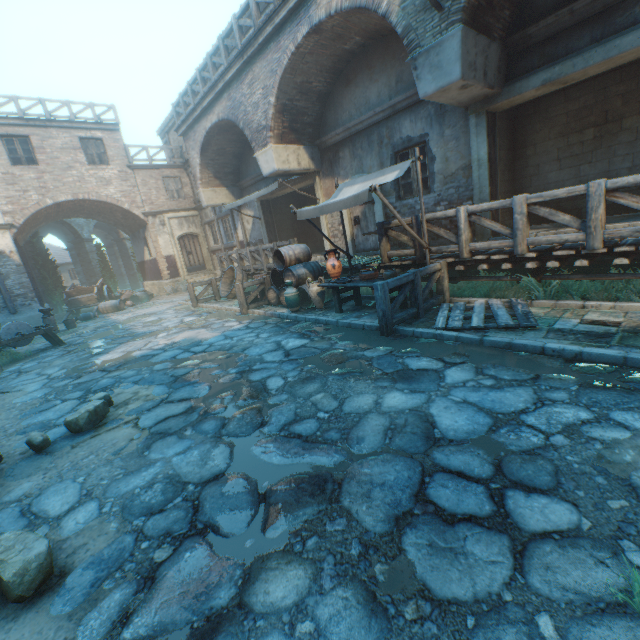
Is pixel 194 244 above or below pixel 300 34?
below

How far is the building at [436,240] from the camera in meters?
8.7

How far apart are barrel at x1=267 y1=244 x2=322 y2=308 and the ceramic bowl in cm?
173

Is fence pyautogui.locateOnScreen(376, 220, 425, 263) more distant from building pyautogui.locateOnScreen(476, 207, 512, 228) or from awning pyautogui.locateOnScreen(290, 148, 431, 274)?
building pyautogui.locateOnScreen(476, 207, 512, 228)

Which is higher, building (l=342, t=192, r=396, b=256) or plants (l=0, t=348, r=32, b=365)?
building (l=342, t=192, r=396, b=256)

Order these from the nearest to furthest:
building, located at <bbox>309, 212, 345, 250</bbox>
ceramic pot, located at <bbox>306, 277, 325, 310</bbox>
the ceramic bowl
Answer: the ceramic bowl
ceramic pot, located at <bbox>306, 277, 325, 310</bbox>
building, located at <bbox>309, 212, 345, 250</bbox>

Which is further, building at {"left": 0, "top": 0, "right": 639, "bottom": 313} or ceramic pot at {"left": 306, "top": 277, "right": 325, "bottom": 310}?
ceramic pot at {"left": 306, "top": 277, "right": 325, "bottom": 310}

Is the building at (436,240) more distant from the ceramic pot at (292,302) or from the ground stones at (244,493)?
the ceramic pot at (292,302)
